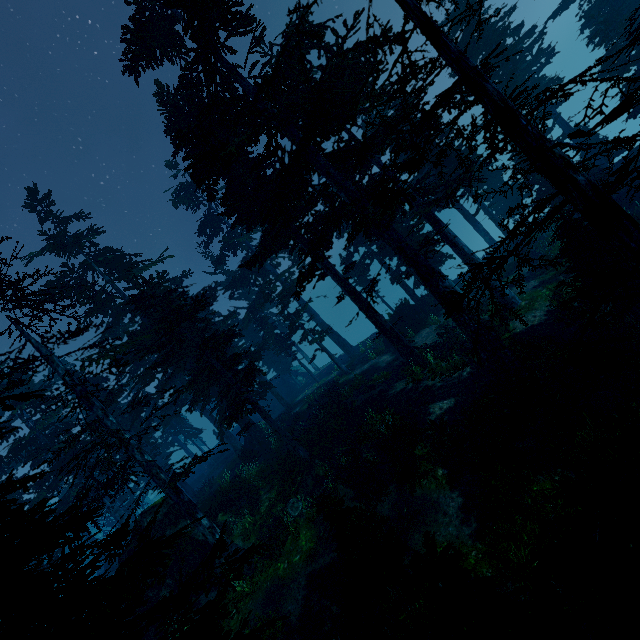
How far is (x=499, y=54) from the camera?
10.3 meters

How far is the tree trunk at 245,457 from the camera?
24.8 meters

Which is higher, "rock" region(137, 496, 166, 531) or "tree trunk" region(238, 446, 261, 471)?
"rock" region(137, 496, 166, 531)

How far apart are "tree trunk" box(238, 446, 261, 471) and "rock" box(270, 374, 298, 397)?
17.6m

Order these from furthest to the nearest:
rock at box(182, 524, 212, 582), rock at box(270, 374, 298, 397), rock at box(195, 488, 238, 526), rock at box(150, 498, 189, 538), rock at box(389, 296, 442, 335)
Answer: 1. rock at box(270, 374, 298, 397)
2. rock at box(389, 296, 442, 335)
3. rock at box(195, 488, 238, 526)
4. rock at box(150, 498, 189, 538)
5. rock at box(182, 524, 212, 582)

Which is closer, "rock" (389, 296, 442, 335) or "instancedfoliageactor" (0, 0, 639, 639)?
"instancedfoliageactor" (0, 0, 639, 639)

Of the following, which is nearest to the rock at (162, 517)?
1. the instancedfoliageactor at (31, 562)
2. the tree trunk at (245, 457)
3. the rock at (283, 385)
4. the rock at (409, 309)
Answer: the instancedfoliageactor at (31, 562)

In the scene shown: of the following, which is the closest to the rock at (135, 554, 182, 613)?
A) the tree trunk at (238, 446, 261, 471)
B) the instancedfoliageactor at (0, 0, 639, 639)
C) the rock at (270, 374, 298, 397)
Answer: the instancedfoliageactor at (0, 0, 639, 639)
